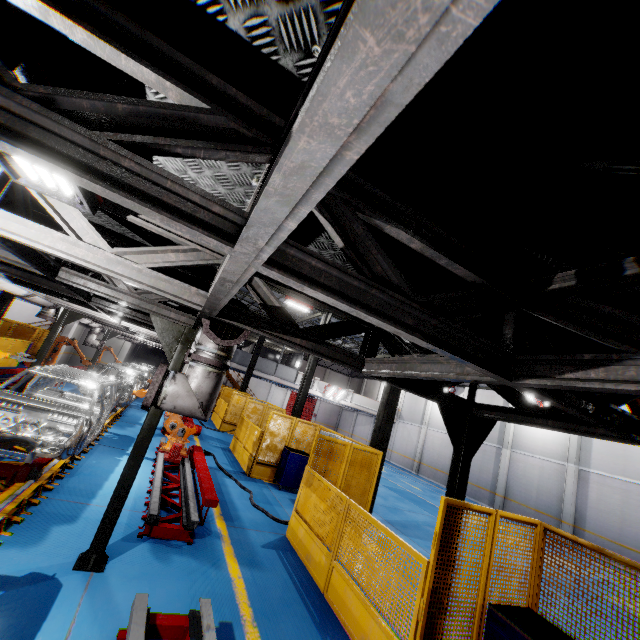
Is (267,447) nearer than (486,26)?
No

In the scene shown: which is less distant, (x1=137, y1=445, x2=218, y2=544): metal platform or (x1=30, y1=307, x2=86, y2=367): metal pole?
(x1=137, y1=445, x2=218, y2=544): metal platform

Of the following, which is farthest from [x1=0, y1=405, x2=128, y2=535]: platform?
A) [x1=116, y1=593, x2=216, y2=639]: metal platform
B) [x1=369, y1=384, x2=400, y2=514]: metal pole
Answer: [x1=369, y1=384, x2=400, y2=514]: metal pole

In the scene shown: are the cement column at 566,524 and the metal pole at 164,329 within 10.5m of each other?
no

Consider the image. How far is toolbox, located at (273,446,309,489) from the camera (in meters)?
10.44

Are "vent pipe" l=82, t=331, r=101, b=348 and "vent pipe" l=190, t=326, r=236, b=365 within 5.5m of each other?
yes

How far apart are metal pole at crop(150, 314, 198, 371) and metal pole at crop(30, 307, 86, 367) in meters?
8.3 m

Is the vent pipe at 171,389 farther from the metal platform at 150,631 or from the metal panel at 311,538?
the metal panel at 311,538
